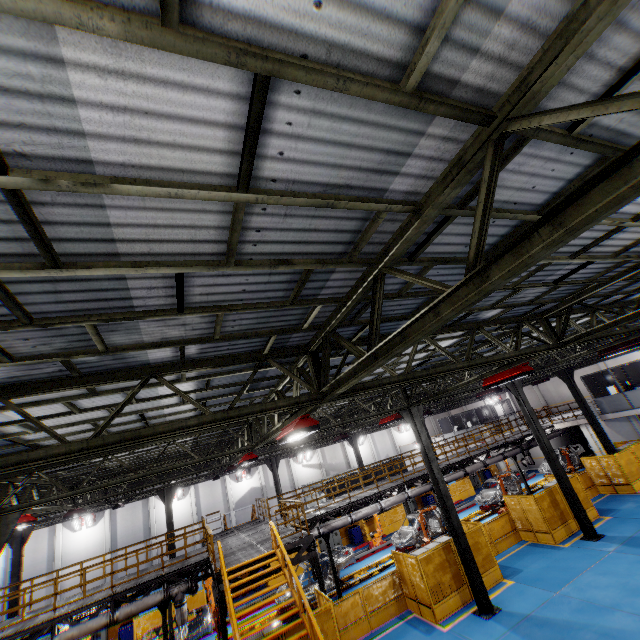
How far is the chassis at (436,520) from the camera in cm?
2089

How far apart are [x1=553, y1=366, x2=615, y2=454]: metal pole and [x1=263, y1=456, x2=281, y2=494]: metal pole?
22.0m

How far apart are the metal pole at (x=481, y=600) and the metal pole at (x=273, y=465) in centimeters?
1466cm

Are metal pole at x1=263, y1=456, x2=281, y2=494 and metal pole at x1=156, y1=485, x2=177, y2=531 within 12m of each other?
yes

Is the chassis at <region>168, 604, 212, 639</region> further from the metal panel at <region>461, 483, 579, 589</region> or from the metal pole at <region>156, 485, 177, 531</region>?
the metal pole at <region>156, 485, 177, 531</region>

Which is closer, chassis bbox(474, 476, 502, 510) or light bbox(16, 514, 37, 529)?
light bbox(16, 514, 37, 529)

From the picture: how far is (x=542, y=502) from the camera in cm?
1692

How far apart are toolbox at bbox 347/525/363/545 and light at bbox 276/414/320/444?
22.3 meters
